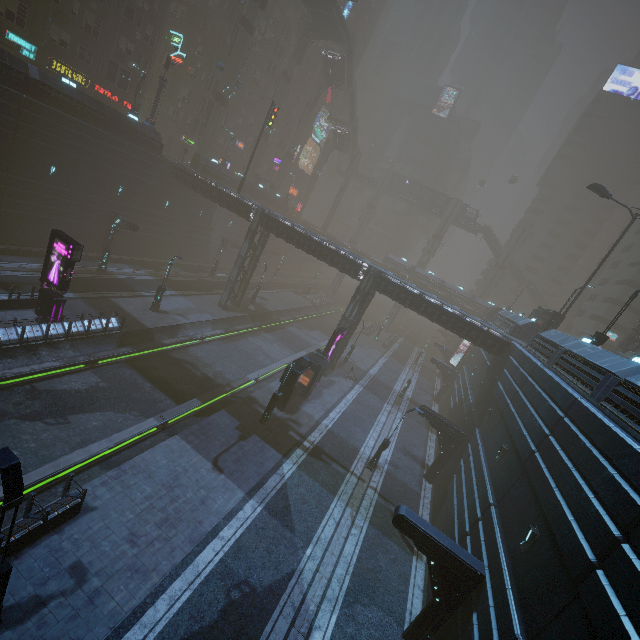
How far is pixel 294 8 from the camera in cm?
5491

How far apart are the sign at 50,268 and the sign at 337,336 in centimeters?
1806cm

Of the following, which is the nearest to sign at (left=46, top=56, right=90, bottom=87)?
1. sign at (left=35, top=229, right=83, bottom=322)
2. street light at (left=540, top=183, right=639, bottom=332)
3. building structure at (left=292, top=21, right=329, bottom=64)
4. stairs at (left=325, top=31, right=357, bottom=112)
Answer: sign at (left=35, top=229, right=83, bottom=322)

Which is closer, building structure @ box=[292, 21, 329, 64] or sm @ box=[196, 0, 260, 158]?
sm @ box=[196, 0, 260, 158]

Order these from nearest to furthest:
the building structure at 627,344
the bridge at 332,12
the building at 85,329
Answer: the building at 85,329, the building structure at 627,344, the bridge at 332,12

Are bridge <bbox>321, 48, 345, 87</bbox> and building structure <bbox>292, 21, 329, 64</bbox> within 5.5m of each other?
yes

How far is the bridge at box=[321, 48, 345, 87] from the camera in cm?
5091

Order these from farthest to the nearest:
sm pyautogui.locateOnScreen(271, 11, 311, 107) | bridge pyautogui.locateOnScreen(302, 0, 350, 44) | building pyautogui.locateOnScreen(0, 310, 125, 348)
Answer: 1. sm pyautogui.locateOnScreen(271, 11, 311, 107)
2. bridge pyautogui.locateOnScreen(302, 0, 350, 44)
3. building pyautogui.locateOnScreen(0, 310, 125, 348)
